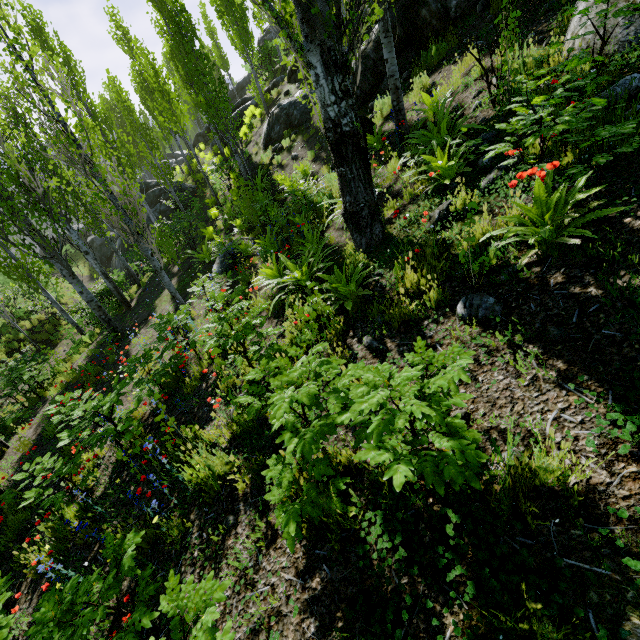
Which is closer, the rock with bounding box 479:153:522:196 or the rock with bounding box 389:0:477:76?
the rock with bounding box 479:153:522:196

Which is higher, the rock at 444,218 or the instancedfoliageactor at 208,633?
the rock at 444,218

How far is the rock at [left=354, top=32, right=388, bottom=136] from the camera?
8.8m

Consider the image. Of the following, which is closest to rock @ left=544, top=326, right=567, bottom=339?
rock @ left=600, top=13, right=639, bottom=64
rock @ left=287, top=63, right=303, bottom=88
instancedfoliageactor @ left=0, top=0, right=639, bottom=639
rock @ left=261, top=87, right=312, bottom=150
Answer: instancedfoliageactor @ left=0, top=0, right=639, bottom=639

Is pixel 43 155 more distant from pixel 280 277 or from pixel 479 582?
pixel 479 582

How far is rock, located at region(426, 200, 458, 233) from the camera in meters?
4.3

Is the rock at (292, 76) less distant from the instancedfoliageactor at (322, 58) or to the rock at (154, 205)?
the instancedfoliageactor at (322, 58)

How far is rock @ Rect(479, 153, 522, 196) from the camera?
4.0m
